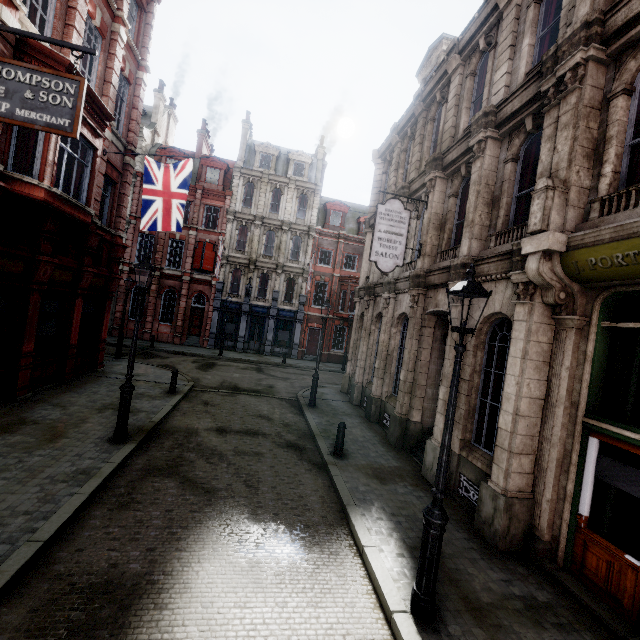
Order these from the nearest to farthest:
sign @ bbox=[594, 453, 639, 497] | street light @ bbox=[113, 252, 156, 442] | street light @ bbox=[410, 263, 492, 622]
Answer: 1. street light @ bbox=[410, 263, 492, 622]
2. sign @ bbox=[594, 453, 639, 497]
3. street light @ bbox=[113, 252, 156, 442]

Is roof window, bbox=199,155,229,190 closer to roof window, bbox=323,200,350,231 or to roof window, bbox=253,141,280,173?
roof window, bbox=253,141,280,173

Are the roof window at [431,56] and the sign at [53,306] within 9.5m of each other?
no

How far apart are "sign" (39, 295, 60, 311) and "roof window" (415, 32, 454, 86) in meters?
17.2 m

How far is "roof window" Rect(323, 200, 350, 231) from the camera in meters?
31.4

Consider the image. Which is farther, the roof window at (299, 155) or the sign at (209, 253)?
the roof window at (299, 155)

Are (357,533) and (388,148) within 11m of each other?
no

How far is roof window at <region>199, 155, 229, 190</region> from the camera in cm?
2922
